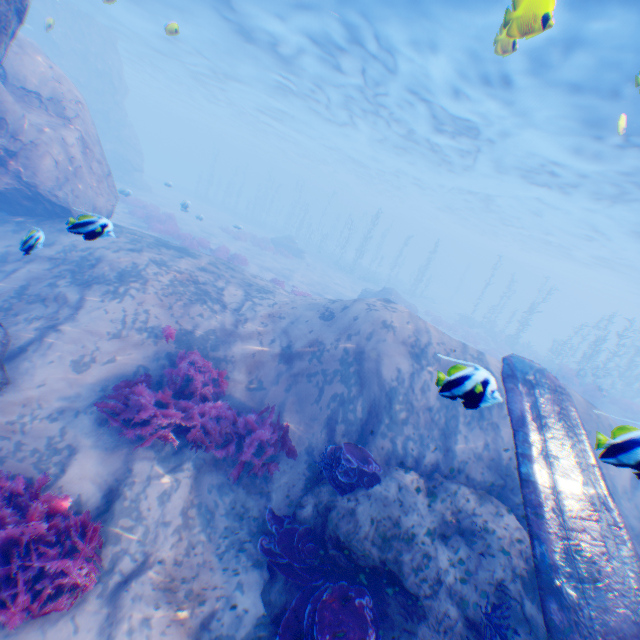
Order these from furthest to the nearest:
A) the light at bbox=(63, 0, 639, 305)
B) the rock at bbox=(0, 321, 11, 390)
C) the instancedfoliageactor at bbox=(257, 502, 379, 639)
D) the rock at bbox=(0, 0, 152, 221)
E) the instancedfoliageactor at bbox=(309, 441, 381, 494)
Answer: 1. the light at bbox=(63, 0, 639, 305)
2. the rock at bbox=(0, 0, 152, 221)
3. the instancedfoliageactor at bbox=(309, 441, 381, 494)
4. the rock at bbox=(0, 321, 11, 390)
5. the instancedfoliageactor at bbox=(257, 502, 379, 639)

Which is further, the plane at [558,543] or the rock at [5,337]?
the rock at [5,337]

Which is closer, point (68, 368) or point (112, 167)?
point (68, 368)

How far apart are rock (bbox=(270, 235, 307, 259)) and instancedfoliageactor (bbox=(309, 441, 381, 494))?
27.3m

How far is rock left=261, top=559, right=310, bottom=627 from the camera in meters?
4.7

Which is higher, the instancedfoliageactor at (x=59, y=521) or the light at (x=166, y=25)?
the light at (x=166, y=25)

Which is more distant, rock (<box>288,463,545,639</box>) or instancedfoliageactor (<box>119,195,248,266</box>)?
instancedfoliageactor (<box>119,195,248,266</box>)
